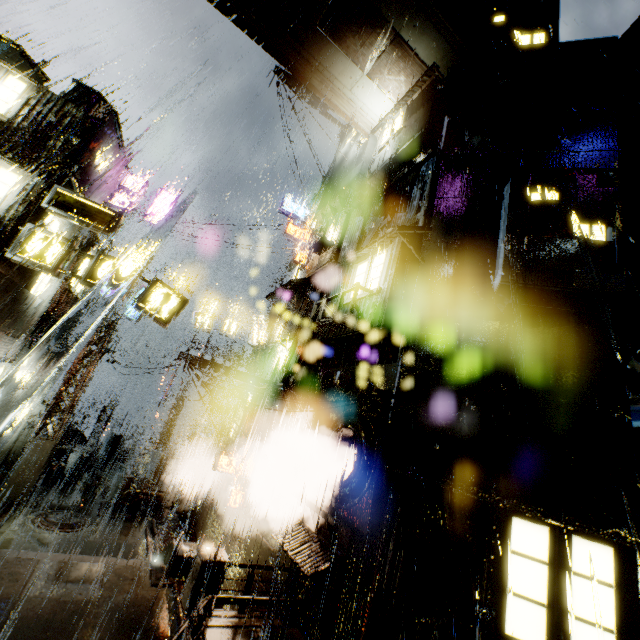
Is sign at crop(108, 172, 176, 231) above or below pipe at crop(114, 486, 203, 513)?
above

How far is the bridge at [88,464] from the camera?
19.7m

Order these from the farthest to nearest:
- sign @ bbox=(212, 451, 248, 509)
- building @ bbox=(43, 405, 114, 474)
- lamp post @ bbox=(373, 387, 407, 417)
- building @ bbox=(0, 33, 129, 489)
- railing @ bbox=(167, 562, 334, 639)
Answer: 1. building @ bbox=(43, 405, 114, 474)
2. sign @ bbox=(212, 451, 248, 509)
3. building @ bbox=(0, 33, 129, 489)
4. lamp post @ bbox=(373, 387, 407, 417)
5. railing @ bbox=(167, 562, 334, 639)

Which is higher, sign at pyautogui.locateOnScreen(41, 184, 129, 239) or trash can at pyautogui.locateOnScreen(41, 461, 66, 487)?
sign at pyautogui.locateOnScreen(41, 184, 129, 239)

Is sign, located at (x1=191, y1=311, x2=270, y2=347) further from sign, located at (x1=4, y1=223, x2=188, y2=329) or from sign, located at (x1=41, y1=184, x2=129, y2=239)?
sign, located at (x1=41, y1=184, x2=129, y2=239)

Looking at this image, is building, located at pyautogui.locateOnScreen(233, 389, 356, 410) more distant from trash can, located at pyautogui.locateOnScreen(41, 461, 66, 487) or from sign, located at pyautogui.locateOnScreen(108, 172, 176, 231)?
trash can, located at pyautogui.locateOnScreen(41, 461, 66, 487)

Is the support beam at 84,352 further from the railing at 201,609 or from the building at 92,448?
the railing at 201,609

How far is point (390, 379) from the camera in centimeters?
1005cm
